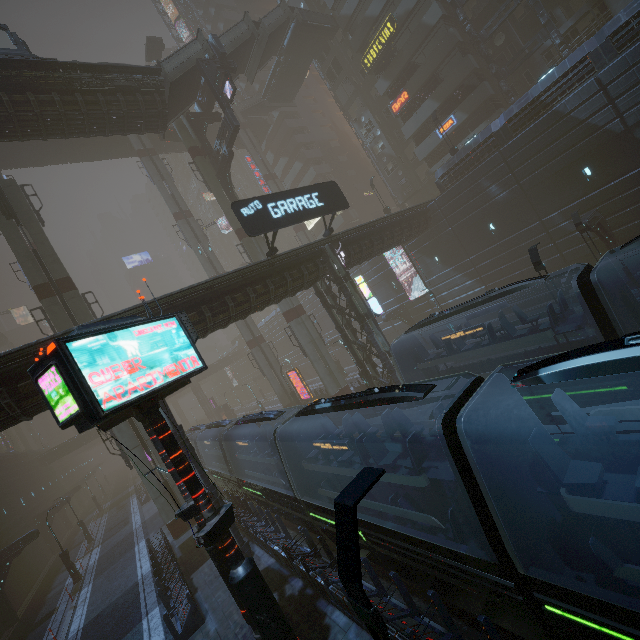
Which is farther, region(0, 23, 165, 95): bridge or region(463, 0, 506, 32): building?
region(463, 0, 506, 32): building

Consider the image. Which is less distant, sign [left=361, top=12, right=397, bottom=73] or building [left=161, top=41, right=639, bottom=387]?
building [left=161, top=41, right=639, bottom=387]

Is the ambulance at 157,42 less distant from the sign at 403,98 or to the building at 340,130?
the building at 340,130

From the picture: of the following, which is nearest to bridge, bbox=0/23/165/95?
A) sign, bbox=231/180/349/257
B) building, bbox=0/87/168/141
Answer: building, bbox=0/87/168/141

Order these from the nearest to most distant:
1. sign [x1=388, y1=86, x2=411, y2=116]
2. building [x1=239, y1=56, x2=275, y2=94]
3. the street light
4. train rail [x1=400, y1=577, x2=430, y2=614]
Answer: the street light → train rail [x1=400, y1=577, x2=430, y2=614] → sign [x1=388, y1=86, x2=411, y2=116] → building [x1=239, y1=56, x2=275, y2=94]

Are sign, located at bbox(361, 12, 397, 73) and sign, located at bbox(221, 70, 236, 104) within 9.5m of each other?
no

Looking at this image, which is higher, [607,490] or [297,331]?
[297,331]

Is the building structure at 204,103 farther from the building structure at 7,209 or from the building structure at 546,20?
the building structure at 546,20
